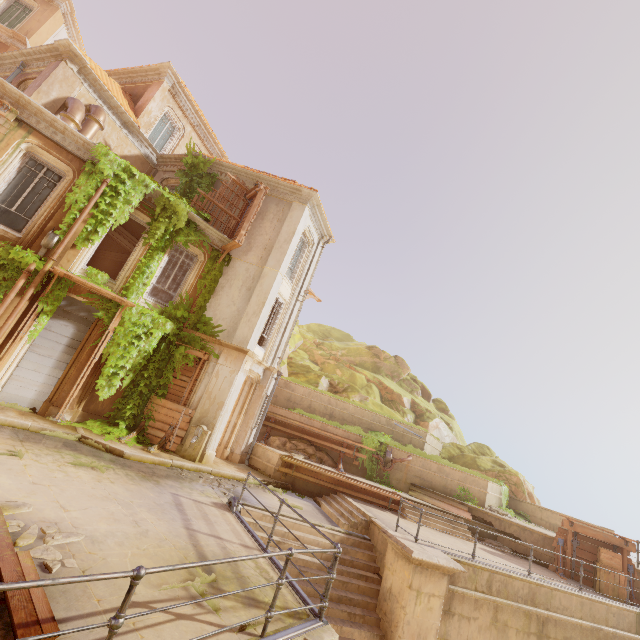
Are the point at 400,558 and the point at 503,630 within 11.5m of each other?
yes

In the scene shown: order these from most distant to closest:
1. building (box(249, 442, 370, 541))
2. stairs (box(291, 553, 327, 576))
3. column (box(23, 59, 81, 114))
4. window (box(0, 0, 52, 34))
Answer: window (box(0, 0, 52, 34)), column (box(23, 59, 81, 114)), building (box(249, 442, 370, 541)), stairs (box(291, 553, 327, 576))

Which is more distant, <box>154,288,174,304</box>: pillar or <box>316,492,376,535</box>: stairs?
<box>154,288,174,304</box>: pillar

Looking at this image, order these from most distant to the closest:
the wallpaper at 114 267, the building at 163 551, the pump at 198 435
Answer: the wallpaper at 114 267 → the pump at 198 435 → the building at 163 551

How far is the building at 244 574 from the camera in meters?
4.8 m

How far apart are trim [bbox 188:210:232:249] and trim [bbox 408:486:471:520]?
14.70m

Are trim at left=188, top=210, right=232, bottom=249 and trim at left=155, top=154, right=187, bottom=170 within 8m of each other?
yes

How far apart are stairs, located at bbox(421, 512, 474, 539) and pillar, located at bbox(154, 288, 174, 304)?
15.62m
